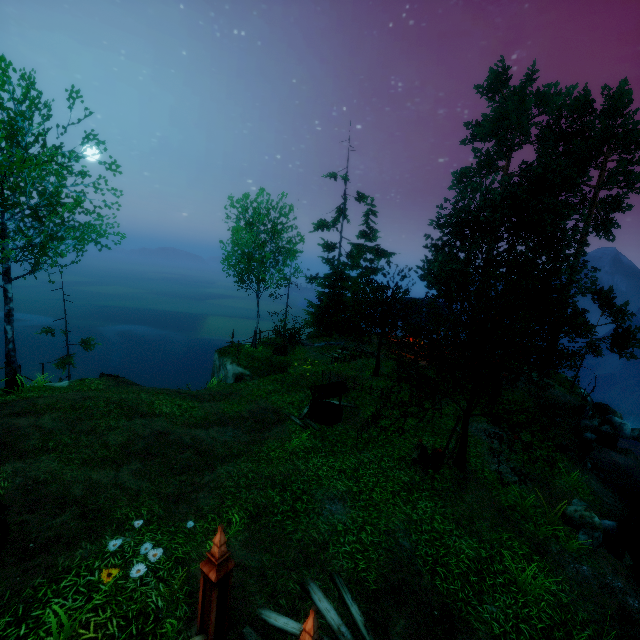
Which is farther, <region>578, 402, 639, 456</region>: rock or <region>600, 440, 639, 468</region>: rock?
<region>578, 402, 639, 456</region>: rock

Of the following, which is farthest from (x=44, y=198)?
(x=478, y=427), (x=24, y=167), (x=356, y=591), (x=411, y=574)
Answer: (x=478, y=427)

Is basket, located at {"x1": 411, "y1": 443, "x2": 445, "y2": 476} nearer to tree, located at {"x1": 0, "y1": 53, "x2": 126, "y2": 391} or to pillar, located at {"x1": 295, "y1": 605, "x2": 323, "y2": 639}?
tree, located at {"x1": 0, "y1": 53, "x2": 126, "y2": 391}

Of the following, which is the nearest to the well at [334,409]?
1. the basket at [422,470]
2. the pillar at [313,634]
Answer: the basket at [422,470]

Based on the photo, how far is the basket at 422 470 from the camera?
11.1m

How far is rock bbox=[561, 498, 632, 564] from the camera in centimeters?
973cm

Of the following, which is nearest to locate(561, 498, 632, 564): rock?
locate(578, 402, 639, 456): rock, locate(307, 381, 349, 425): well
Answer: locate(307, 381, 349, 425): well

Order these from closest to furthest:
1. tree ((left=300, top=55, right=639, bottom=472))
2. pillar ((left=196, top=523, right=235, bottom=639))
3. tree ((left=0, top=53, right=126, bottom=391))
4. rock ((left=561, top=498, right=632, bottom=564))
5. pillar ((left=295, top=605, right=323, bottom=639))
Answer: pillar ((left=295, top=605, right=323, bottom=639)) < pillar ((left=196, top=523, right=235, bottom=639)) < rock ((left=561, top=498, right=632, bottom=564)) < tree ((left=300, top=55, right=639, bottom=472)) < tree ((left=0, top=53, right=126, bottom=391))
